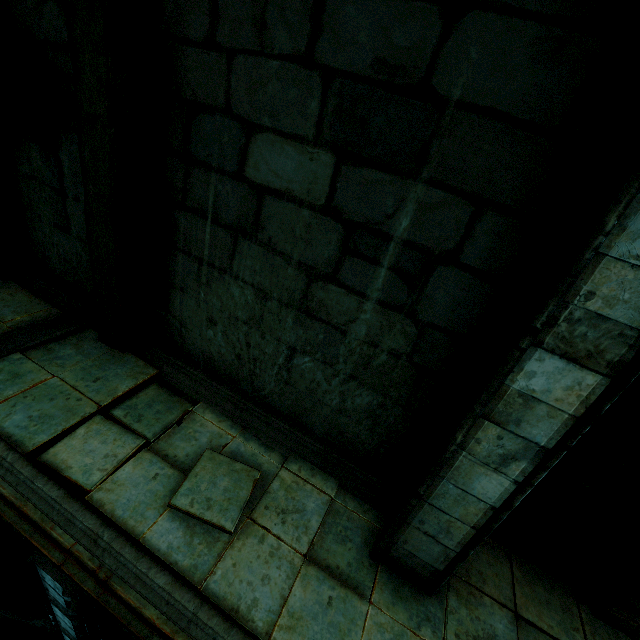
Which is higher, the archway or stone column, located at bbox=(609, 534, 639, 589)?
stone column, located at bbox=(609, 534, 639, 589)

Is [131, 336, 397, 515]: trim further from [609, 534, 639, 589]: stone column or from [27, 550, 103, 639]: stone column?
[609, 534, 639, 589]: stone column

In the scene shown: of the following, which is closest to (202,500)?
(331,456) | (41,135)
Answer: (331,456)

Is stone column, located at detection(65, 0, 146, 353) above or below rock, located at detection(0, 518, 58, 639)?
above

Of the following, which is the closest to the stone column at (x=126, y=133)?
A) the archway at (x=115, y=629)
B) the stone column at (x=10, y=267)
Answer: the stone column at (x=10, y=267)

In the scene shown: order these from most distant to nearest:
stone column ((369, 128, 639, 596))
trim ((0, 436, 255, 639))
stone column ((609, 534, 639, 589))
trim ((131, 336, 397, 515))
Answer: trim ((131, 336, 397, 515)) → stone column ((609, 534, 639, 589)) → trim ((0, 436, 255, 639)) → stone column ((369, 128, 639, 596))

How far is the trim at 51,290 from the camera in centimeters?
574cm

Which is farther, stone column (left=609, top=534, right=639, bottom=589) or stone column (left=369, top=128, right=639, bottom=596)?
stone column (left=609, top=534, right=639, bottom=589)
